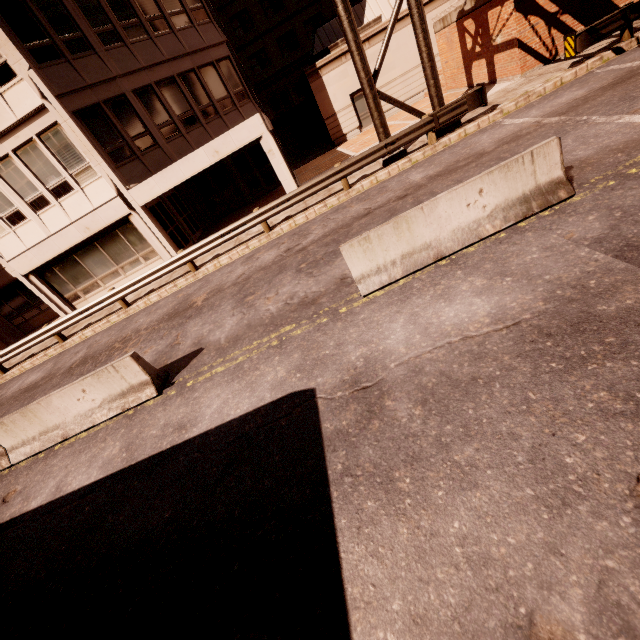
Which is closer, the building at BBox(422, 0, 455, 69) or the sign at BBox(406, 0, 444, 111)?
the sign at BBox(406, 0, 444, 111)

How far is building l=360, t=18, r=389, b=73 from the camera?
20.3m

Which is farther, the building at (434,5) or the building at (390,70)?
the building at (390,70)

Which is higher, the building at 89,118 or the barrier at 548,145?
the building at 89,118

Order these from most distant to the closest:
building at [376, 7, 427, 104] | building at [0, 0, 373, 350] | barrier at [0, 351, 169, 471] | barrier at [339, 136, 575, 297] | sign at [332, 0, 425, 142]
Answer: building at [376, 7, 427, 104]
building at [0, 0, 373, 350]
sign at [332, 0, 425, 142]
barrier at [0, 351, 169, 471]
barrier at [339, 136, 575, 297]

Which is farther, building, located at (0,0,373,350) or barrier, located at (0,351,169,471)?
building, located at (0,0,373,350)

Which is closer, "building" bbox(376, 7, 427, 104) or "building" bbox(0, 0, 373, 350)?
"building" bbox(0, 0, 373, 350)

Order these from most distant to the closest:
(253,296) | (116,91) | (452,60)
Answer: (452,60) → (116,91) → (253,296)
